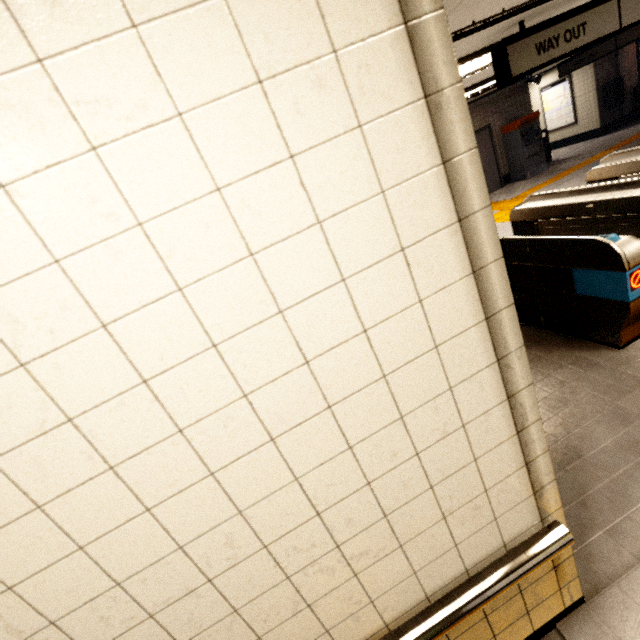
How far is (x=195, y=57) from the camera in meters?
0.6 m

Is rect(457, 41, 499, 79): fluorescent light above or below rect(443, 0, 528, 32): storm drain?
below

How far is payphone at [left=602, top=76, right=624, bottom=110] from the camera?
11.3m

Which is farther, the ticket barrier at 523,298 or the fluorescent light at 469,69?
the fluorescent light at 469,69

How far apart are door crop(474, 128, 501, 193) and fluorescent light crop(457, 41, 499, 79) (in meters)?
6.33

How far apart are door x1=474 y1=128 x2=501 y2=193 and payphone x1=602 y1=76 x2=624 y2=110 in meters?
4.9

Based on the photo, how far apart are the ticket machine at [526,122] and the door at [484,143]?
0.4 meters

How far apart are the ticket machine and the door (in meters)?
0.45
